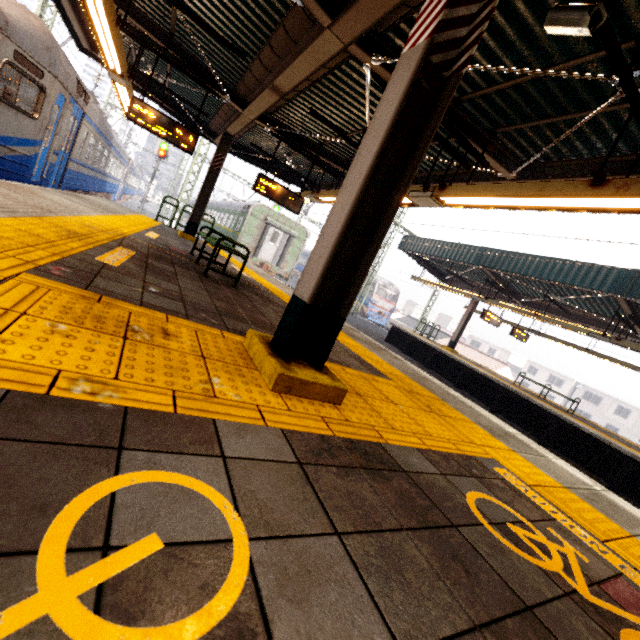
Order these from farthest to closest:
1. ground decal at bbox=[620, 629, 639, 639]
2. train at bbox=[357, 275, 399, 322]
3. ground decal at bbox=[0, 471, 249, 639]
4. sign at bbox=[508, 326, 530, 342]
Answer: train at bbox=[357, 275, 399, 322] < sign at bbox=[508, 326, 530, 342] < ground decal at bbox=[620, 629, 639, 639] < ground decal at bbox=[0, 471, 249, 639]

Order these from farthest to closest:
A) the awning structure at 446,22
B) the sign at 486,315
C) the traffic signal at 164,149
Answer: the traffic signal at 164,149 < the sign at 486,315 < the awning structure at 446,22

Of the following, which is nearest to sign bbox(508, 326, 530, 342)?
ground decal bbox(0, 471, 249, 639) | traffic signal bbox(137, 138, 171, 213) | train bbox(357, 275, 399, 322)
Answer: train bbox(357, 275, 399, 322)

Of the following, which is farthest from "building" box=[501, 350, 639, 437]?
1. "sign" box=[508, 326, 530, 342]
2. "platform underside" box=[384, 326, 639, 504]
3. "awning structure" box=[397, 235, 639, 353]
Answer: "sign" box=[508, 326, 530, 342]

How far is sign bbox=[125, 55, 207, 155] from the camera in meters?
7.3 m

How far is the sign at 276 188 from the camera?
8.96m

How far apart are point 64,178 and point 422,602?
12.0m

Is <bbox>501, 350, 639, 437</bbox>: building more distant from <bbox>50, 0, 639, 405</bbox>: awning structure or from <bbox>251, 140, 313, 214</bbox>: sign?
<bbox>251, 140, 313, 214</bbox>: sign
